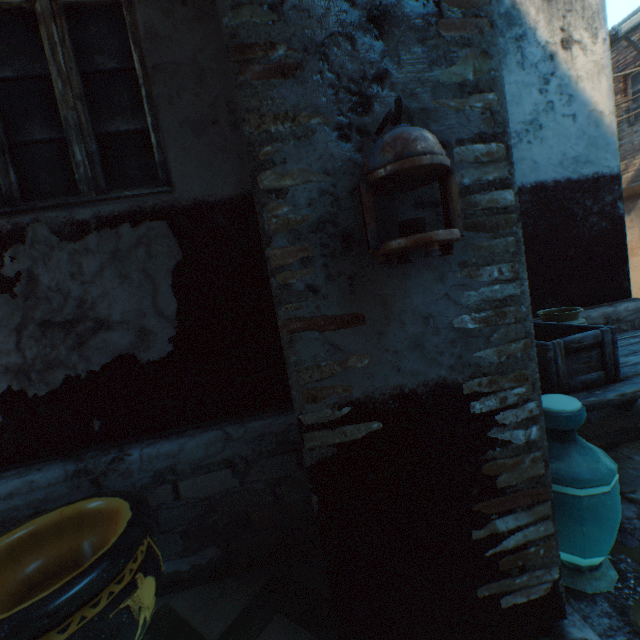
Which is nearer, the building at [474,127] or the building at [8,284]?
the building at [474,127]

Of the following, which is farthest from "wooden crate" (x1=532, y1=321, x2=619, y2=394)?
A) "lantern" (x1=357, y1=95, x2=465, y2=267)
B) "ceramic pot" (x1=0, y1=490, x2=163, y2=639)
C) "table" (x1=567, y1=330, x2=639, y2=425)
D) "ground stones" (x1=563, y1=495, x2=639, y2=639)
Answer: "ceramic pot" (x1=0, y1=490, x2=163, y2=639)

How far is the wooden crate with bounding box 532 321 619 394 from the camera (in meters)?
2.09

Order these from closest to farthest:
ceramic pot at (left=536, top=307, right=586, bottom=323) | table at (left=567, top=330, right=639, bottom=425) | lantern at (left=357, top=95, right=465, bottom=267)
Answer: lantern at (left=357, top=95, right=465, bottom=267) < table at (left=567, top=330, right=639, bottom=425) < ceramic pot at (left=536, top=307, right=586, bottom=323)

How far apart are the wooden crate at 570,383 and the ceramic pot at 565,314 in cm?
19

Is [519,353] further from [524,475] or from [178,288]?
[178,288]

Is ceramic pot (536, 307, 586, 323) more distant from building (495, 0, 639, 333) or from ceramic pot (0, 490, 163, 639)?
ceramic pot (0, 490, 163, 639)

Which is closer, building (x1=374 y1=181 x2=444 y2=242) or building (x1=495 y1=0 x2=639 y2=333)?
building (x1=374 y1=181 x2=444 y2=242)
